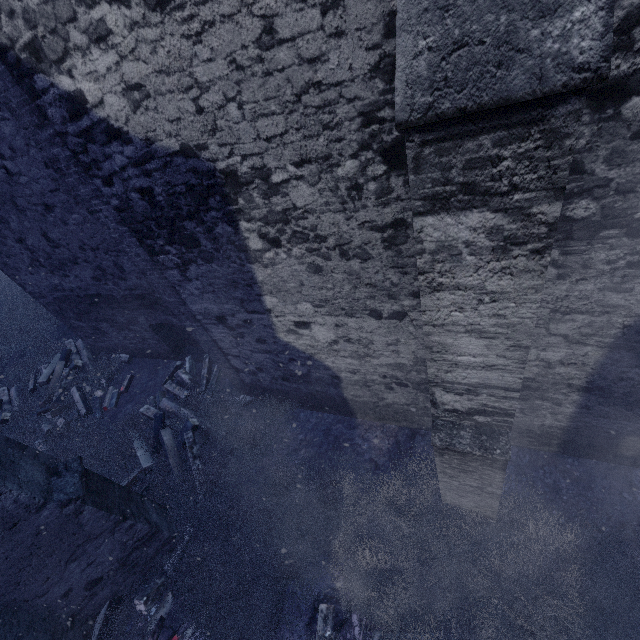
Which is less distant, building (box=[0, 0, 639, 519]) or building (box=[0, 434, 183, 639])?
building (box=[0, 0, 639, 519])

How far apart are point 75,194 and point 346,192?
4.67m

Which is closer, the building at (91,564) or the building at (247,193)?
the building at (247,193)
